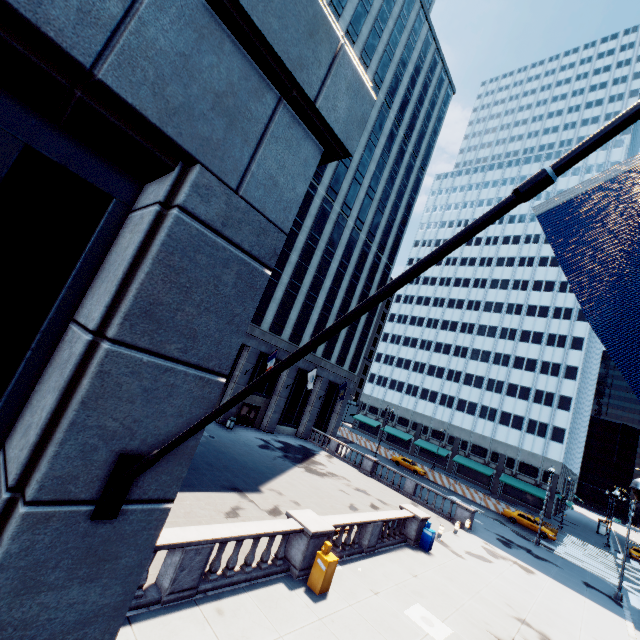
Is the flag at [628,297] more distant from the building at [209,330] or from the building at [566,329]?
the building at [566,329]

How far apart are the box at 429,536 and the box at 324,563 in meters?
9.7 m

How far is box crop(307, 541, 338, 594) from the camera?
10.9 meters

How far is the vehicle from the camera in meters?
35.8 m

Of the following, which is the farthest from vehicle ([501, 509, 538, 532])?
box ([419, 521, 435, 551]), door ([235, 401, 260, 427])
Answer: door ([235, 401, 260, 427])

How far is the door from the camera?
32.9m

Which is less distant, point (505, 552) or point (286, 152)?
point (286, 152)

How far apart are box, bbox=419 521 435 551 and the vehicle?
26.1m
